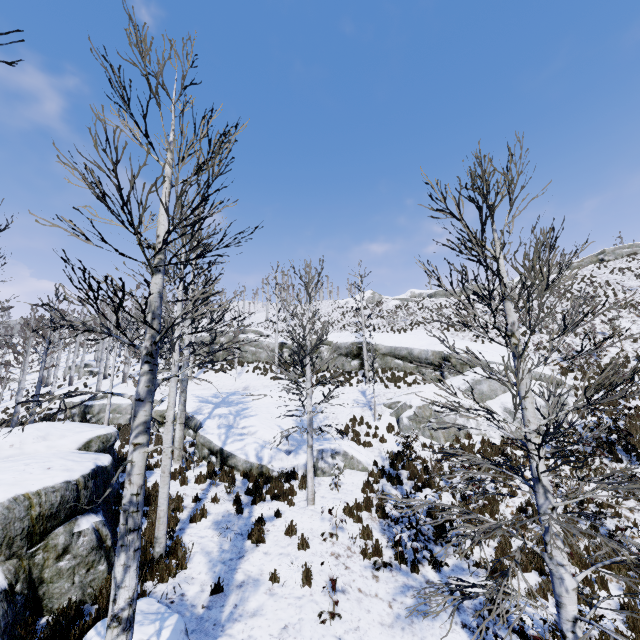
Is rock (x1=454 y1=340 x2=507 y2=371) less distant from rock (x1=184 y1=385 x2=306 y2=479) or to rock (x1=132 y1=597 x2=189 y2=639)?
rock (x1=184 y1=385 x2=306 y2=479)

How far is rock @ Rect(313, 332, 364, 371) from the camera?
24.1m

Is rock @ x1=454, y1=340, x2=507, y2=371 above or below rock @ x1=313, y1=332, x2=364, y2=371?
below

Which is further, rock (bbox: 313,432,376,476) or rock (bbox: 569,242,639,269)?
rock (bbox: 569,242,639,269)

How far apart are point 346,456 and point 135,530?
10.6 meters

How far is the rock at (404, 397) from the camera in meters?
15.0

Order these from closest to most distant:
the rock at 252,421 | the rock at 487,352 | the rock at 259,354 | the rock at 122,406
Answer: the rock at 252,421 < the rock at 487,352 < the rock at 122,406 < the rock at 259,354

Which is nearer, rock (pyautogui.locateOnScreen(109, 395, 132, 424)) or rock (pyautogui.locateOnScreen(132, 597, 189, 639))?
rock (pyautogui.locateOnScreen(132, 597, 189, 639))
